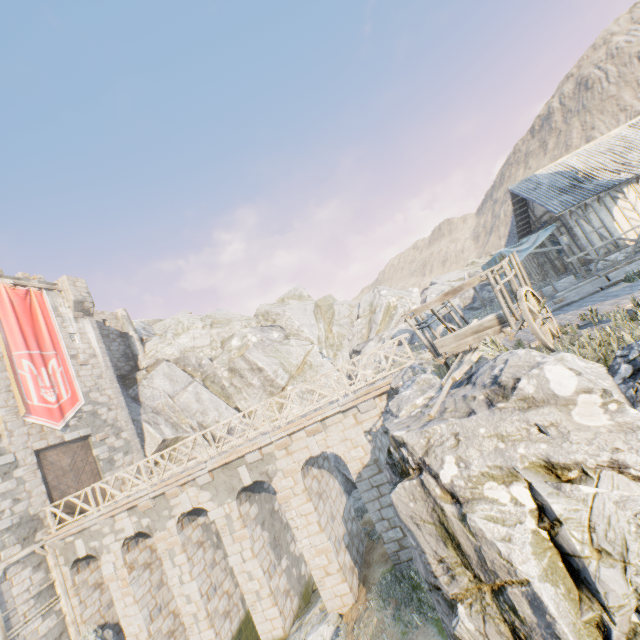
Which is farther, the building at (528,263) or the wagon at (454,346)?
the building at (528,263)

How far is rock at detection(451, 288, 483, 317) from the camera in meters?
28.5 m

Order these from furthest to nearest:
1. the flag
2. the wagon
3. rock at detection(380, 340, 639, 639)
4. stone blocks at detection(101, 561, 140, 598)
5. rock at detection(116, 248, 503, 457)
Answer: rock at detection(116, 248, 503, 457)
the flag
stone blocks at detection(101, 561, 140, 598)
the wagon
rock at detection(380, 340, 639, 639)

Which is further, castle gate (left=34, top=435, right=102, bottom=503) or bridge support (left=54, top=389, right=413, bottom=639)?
castle gate (left=34, top=435, right=102, bottom=503)

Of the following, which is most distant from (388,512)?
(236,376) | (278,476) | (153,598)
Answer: (236,376)

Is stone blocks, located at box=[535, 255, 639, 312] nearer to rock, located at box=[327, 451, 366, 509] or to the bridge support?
rock, located at box=[327, 451, 366, 509]

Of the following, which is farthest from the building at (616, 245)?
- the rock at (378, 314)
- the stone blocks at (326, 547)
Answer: the stone blocks at (326, 547)

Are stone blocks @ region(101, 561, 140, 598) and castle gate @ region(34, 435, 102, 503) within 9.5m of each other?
yes
